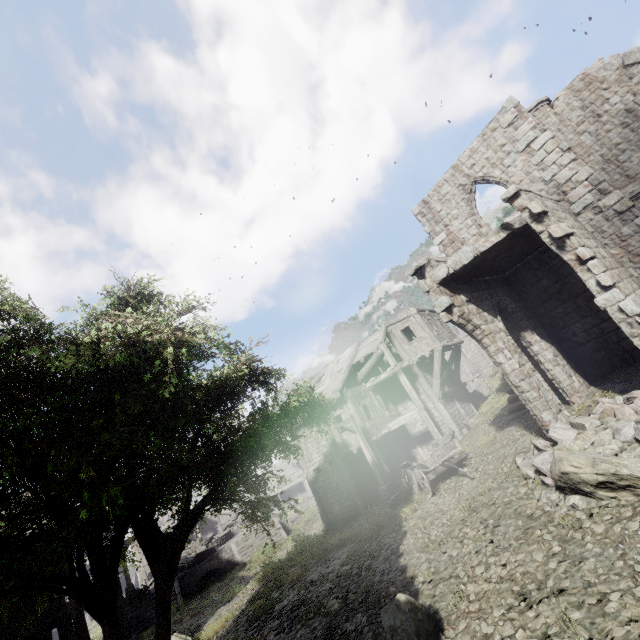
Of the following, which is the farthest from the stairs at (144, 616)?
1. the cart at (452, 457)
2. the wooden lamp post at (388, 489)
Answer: the cart at (452, 457)

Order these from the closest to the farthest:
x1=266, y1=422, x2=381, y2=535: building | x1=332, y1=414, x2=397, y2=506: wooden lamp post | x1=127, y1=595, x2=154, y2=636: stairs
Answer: x1=332, y1=414, x2=397, y2=506: wooden lamp post → x1=266, y1=422, x2=381, y2=535: building → x1=127, y1=595, x2=154, y2=636: stairs

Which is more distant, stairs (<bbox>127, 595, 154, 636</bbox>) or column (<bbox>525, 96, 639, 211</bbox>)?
stairs (<bbox>127, 595, 154, 636</bbox>)

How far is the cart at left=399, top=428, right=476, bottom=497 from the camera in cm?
1217

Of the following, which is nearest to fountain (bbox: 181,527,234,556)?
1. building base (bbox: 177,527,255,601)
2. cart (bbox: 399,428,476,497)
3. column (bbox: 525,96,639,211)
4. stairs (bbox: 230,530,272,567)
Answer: building base (bbox: 177,527,255,601)

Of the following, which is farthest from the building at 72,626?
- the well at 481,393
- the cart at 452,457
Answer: the well at 481,393

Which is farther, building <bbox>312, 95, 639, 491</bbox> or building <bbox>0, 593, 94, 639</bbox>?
building <bbox>0, 593, 94, 639</bbox>

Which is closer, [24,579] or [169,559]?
[24,579]
